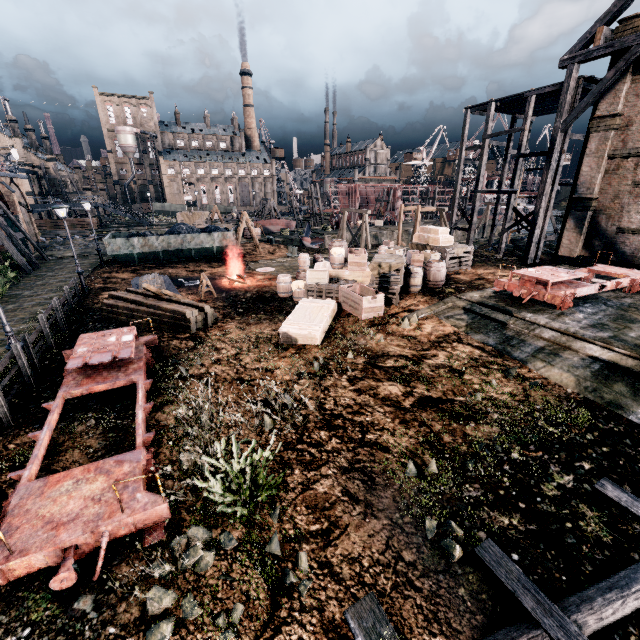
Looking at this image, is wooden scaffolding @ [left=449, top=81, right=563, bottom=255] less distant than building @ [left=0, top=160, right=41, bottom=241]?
Yes

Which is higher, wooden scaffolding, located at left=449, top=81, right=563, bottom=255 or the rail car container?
wooden scaffolding, located at left=449, top=81, right=563, bottom=255

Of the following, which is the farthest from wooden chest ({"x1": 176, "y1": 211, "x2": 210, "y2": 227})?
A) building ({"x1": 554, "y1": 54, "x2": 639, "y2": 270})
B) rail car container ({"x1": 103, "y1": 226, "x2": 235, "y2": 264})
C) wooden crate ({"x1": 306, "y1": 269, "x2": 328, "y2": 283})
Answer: wooden crate ({"x1": 306, "y1": 269, "x2": 328, "y2": 283})

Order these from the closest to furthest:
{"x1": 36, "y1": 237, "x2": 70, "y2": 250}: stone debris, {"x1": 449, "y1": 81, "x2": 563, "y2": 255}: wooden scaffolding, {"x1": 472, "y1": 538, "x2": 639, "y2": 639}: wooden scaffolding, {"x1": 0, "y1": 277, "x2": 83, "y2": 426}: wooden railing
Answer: {"x1": 472, "y1": 538, "x2": 639, "y2": 639}: wooden scaffolding < {"x1": 0, "y1": 277, "x2": 83, "y2": 426}: wooden railing < {"x1": 449, "y1": 81, "x2": 563, "y2": 255}: wooden scaffolding < {"x1": 36, "y1": 237, "x2": 70, "y2": 250}: stone debris

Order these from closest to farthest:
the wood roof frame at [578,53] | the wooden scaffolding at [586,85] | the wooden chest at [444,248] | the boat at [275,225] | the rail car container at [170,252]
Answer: the wood roof frame at [578,53] < the wooden scaffolding at [586,85] < the wooden chest at [444,248] < the rail car container at [170,252] < the boat at [275,225]

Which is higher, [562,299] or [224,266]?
[562,299]

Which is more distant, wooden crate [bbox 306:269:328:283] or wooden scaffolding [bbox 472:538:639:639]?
wooden crate [bbox 306:269:328:283]

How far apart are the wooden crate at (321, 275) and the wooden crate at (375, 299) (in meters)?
1.62
